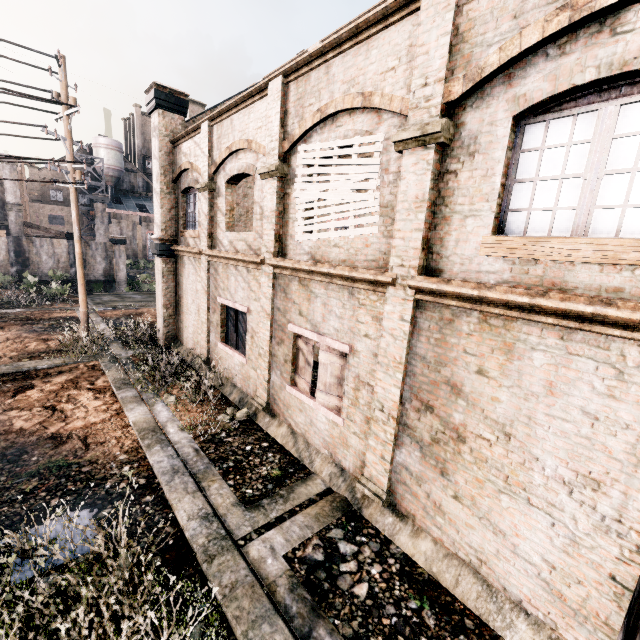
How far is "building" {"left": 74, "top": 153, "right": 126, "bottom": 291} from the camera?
34.5m

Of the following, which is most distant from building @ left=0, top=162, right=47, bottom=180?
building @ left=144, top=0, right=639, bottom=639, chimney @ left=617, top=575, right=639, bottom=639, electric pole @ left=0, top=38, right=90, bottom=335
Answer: chimney @ left=617, top=575, right=639, bottom=639

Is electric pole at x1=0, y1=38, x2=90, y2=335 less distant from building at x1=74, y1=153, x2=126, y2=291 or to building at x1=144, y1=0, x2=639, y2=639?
building at x1=144, y1=0, x2=639, y2=639

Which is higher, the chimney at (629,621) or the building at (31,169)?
the building at (31,169)

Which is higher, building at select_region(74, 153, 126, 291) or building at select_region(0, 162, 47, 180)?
building at select_region(0, 162, 47, 180)

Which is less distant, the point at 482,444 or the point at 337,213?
the point at 482,444

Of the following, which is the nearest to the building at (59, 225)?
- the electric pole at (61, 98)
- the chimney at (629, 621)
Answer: the electric pole at (61, 98)

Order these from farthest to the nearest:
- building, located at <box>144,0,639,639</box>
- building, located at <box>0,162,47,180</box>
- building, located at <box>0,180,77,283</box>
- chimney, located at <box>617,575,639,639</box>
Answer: building, located at <box>0,162,47,180</box> → building, located at <box>0,180,77,283</box> → building, located at <box>144,0,639,639</box> → chimney, located at <box>617,575,639,639</box>
